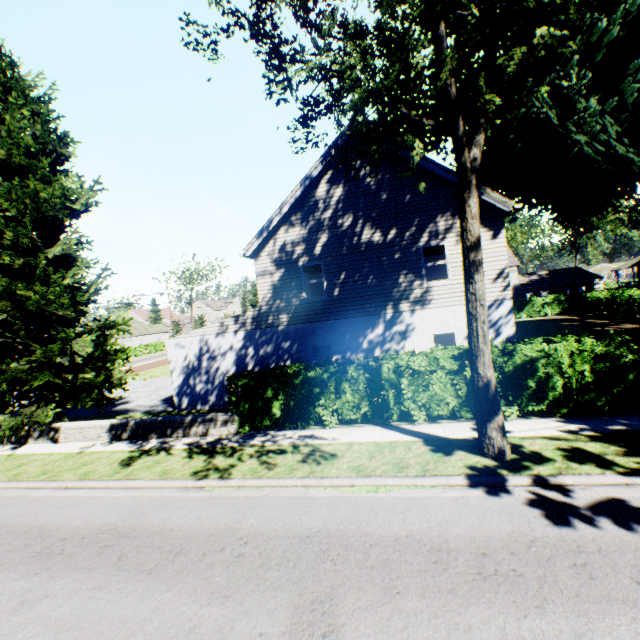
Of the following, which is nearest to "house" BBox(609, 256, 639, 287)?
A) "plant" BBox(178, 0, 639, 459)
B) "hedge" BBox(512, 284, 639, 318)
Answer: "plant" BBox(178, 0, 639, 459)

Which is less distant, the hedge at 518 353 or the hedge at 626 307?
the hedge at 518 353

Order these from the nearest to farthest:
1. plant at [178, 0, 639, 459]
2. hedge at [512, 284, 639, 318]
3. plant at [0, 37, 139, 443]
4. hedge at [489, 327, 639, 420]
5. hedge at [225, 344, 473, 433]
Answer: plant at [178, 0, 639, 459], hedge at [489, 327, 639, 420], hedge at [225, 344, 473, 433], plant at [0, 37, 139, 443], hedge at [512, 284, 639, 318]

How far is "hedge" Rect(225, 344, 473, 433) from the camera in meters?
9.8 m

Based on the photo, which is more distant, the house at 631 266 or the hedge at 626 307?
the house at 631 266

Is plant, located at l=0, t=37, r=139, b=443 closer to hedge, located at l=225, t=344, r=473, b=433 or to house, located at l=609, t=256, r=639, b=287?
hedge, located at l=225, t=344, r=473, b=433

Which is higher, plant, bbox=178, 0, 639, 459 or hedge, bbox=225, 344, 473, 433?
plant, bbox=178, 0, 639, 459

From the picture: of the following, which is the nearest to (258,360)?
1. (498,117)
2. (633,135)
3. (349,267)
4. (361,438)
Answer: (349,267)
